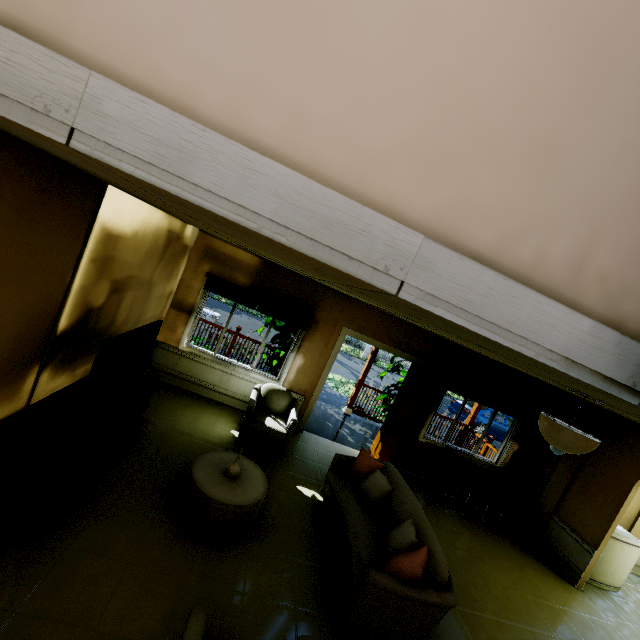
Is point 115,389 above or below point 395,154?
below

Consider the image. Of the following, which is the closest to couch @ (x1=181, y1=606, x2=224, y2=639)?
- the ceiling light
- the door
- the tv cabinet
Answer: the tv cabinet

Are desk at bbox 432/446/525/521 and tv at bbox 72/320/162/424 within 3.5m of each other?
no

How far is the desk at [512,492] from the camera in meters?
6.0 m

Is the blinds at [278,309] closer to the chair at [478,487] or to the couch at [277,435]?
the couch at [277,435]

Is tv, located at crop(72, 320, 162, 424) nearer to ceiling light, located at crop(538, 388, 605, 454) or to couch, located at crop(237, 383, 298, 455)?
couch, located at crop(237, 383, 298, 455)

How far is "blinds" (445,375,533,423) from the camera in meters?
6.4 m

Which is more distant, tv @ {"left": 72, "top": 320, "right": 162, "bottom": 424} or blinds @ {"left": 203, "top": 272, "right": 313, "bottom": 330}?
blinds @ {"left": 203, "top": 272, "right": 313, "bottom": 330}
